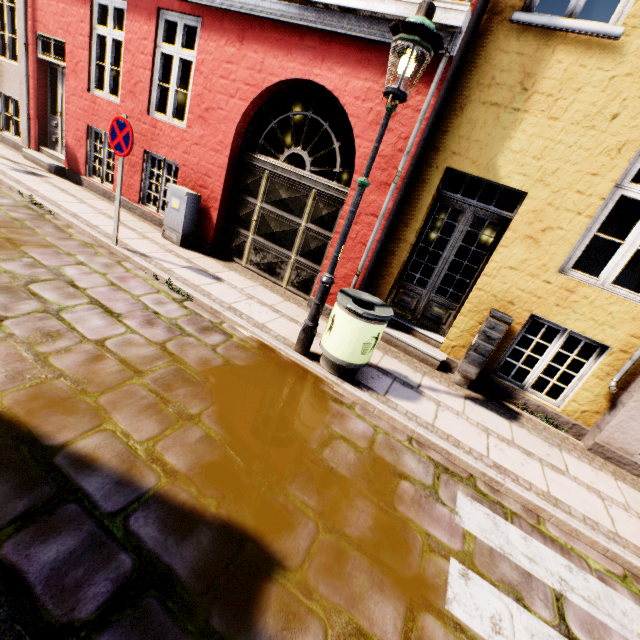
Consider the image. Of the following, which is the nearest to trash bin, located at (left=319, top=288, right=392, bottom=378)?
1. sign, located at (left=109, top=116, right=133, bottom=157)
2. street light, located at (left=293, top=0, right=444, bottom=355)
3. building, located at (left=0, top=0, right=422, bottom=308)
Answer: street light, located at (left=293, top=0, right=444, bottom=355)

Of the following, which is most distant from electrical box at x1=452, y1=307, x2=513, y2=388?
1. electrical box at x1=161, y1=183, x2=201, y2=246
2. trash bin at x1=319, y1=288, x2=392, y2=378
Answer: electrical box at x1=161, y1=183, x2=201, y2=246

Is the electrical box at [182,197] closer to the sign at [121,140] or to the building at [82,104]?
the building at [82,104]

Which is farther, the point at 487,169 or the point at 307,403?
the point at 487,169

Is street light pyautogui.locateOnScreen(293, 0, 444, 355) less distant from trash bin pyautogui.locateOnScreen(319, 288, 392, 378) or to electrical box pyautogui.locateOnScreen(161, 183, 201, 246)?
trash bin pyautogui.locateOnScreen(319, 288, 392, 378)

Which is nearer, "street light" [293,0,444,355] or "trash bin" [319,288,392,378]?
"street light" [293,0,444,355]

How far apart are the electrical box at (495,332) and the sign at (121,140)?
5.8m

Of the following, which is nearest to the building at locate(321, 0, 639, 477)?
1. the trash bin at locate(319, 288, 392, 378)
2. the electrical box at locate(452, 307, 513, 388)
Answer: the electrical box at locate(452, 307, 513, 388)
